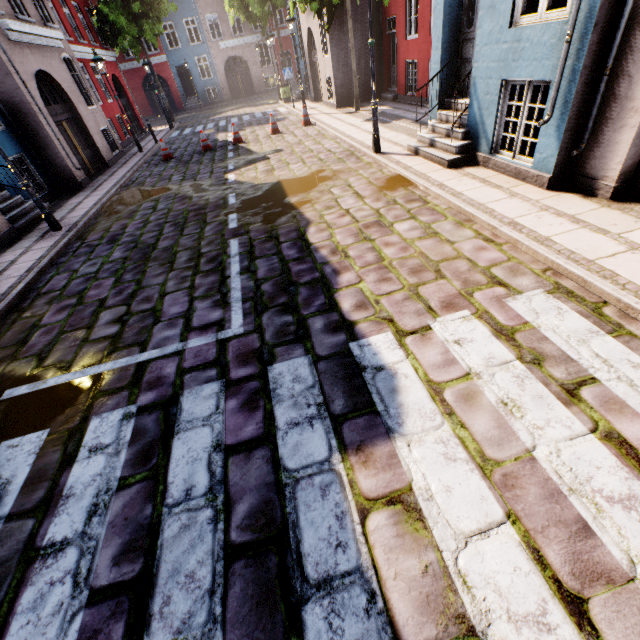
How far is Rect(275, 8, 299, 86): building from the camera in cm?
2973

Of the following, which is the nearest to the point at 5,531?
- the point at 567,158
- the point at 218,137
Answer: the point at 567,158

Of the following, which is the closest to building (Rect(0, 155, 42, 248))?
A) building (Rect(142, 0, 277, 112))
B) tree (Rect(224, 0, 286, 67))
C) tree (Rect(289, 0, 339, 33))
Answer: tree (Rect(289, 0, 339, 33))

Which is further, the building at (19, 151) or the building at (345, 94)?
the building at (345, 94)

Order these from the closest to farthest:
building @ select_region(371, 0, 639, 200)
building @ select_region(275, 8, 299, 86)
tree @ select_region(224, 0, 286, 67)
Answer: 1. building @ select_region(371, 0, 639, 200)
2. tree @ select_region(224, 0, 286, 67)
3. building @ select_region(275, 8, 299, 86)

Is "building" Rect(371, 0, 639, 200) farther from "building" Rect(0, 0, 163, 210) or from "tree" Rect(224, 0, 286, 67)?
"building" Rect(0, 0, 163, 210)

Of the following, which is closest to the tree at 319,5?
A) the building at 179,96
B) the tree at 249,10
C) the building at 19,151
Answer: the building at 179,96
